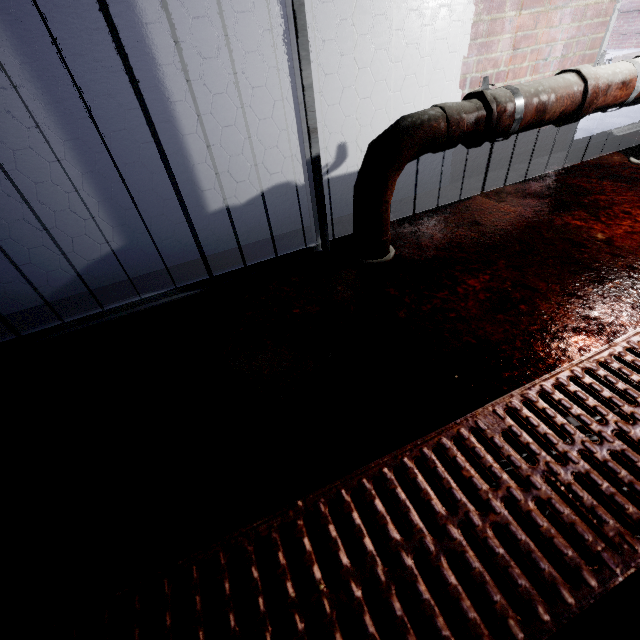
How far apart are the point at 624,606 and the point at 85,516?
1.1m
